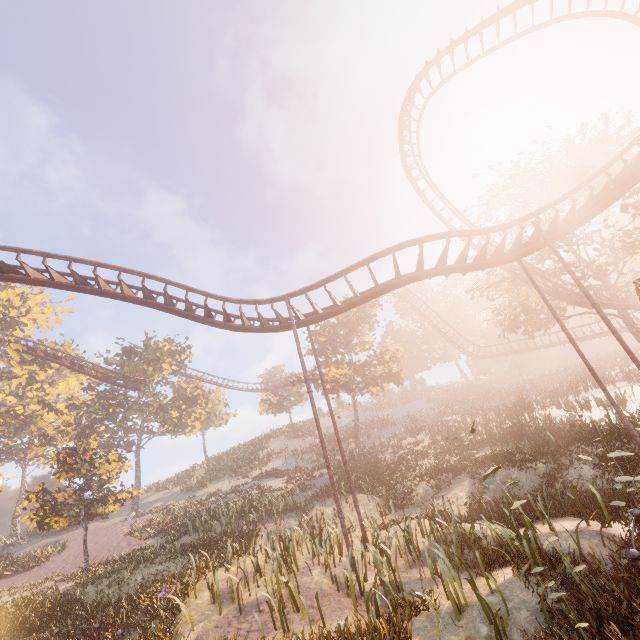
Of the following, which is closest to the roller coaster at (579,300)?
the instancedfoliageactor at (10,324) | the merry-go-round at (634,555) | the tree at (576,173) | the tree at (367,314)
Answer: the tree at (576,173)

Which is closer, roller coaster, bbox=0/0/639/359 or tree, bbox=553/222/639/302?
roller coaster, bbox=0/0/639/359

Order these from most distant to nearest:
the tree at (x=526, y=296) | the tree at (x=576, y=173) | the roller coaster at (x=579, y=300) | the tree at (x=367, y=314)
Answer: the tree at (x=367, y=314) < the tree at (x=526, y=296) < the tree at (x=576, y=173) < the roller coaster at (x=579, y=300)

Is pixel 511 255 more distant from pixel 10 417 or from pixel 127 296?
pixel 10 417

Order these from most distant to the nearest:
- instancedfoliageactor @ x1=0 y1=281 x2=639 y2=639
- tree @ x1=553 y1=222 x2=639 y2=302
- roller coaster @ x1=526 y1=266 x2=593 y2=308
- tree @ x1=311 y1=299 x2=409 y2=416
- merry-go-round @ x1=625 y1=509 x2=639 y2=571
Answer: tree @ x1=311 y1=299 x2=409 y2=416 < roller coaster @ x1=526 y1=266 x2=593 y2=308 < tree @ x1=553 y1=222 x2=639 y2=302 < instancedfoliageactor @ x1=0 y1=281 x2=639 y2=639 < merry-go-round @ x1=625 y1=509 x2=639 y2=571

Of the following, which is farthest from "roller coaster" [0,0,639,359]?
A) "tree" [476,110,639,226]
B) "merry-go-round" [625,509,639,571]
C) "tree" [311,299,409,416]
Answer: "tree" [311,299,409,416]

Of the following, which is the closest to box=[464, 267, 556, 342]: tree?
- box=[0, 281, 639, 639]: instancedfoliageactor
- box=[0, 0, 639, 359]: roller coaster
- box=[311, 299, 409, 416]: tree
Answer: box=[0, 0, 639, 359]: roller coaster

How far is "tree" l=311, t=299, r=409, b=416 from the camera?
30.3 meters
